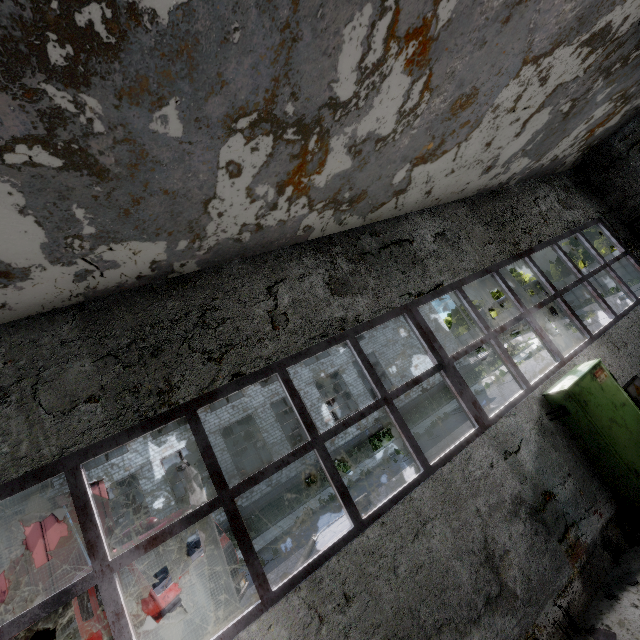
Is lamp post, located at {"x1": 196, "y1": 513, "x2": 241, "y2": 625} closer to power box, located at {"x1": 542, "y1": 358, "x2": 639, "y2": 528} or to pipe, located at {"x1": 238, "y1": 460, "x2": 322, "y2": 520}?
power box, located at {"x1": 542, "y1": 358, "x2": 639, "y2": 528}

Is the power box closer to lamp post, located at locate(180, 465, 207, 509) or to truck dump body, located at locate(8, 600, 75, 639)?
lamp post, located at locate(180, 465, 207, 509)

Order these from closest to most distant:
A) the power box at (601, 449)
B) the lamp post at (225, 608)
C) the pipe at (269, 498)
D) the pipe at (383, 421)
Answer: the power box at (601, 449) → the lamp post at (225, 608) → the pipe at (269, 498) → the pipe at (383, 421)

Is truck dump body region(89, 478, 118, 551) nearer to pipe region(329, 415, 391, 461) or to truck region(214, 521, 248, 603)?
truck region(214, 521, 248, 603)

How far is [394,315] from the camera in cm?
573

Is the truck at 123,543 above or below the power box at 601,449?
above

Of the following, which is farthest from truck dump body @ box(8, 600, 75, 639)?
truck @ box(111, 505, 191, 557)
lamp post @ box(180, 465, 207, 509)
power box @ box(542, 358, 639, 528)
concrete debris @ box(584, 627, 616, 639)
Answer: power box @ box(542, 358, 639, 528)

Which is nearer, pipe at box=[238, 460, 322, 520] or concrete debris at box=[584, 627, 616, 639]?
concrete debris at box=[584, 627, 616, 639]
